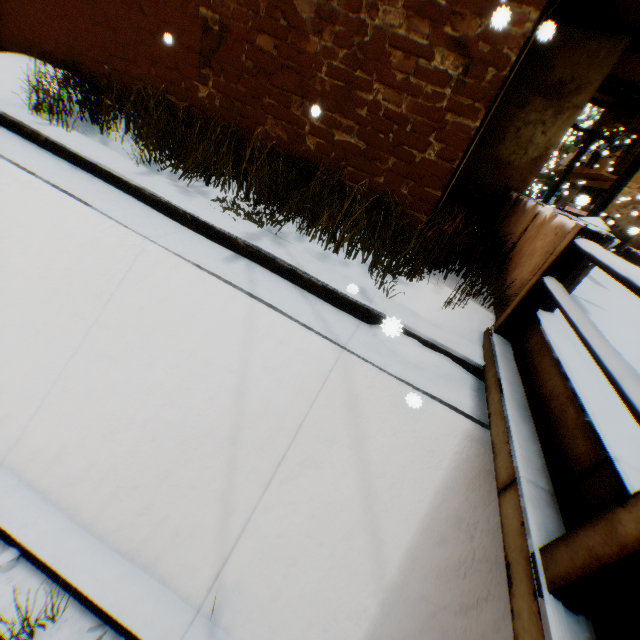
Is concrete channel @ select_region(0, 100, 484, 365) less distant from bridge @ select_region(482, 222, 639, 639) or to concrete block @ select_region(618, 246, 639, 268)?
bridge @ select_region(482, 222, 639, 639)

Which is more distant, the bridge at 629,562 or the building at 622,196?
the building at 622,196

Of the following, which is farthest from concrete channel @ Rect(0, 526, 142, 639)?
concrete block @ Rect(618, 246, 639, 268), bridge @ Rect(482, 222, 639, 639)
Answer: concrete block @ Rect(618, 246, 639, 268)

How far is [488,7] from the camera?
3.0 meters

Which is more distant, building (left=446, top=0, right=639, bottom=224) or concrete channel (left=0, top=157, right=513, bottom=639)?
building (left=446, top=0, right=639, bottom=224)

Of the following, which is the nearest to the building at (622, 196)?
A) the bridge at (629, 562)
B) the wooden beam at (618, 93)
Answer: the wooden beam at (618, 93)

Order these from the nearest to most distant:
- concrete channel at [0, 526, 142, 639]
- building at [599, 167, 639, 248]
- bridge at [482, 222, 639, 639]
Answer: bridge at [482, 222, 639, 639] → concrete channel at [0, 526, 142, 639] → building at [599, 167, 639, 248]

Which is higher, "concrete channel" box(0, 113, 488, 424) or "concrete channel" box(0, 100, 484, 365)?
"concrete channel" box(0, 100, 484, 365)
